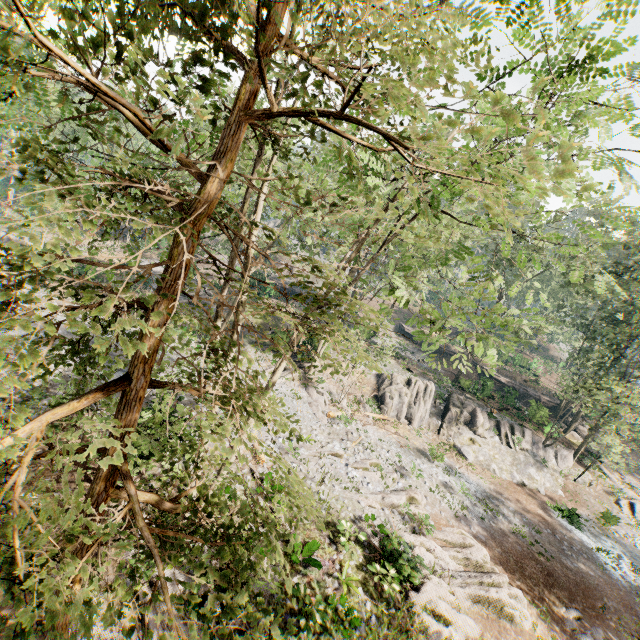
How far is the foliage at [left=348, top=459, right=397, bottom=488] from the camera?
18.2m

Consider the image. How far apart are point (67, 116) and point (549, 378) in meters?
65.0

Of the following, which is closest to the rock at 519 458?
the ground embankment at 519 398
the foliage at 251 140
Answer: the foliage at 251 140

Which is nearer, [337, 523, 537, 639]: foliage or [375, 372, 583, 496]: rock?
[337, 523, 537, 639]: foliage

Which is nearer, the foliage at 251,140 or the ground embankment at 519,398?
the foliage at 251,140

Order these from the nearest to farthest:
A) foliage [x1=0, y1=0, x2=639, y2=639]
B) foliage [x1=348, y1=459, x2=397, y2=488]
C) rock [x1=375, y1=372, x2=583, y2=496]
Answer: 1. foliage [x1=0, y1=0, x2=639, y2=639]
2. foliage [x1=348, y1=459, x2=397, y2=488]
3. rock [x1=375, y1=372, x2=583, y2=496]

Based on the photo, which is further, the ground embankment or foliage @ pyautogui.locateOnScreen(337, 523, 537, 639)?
the ground embankment

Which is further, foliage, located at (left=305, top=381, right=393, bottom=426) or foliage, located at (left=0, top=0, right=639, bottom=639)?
foliage, located at (left=305, top=381, right=393, bottom=426)
